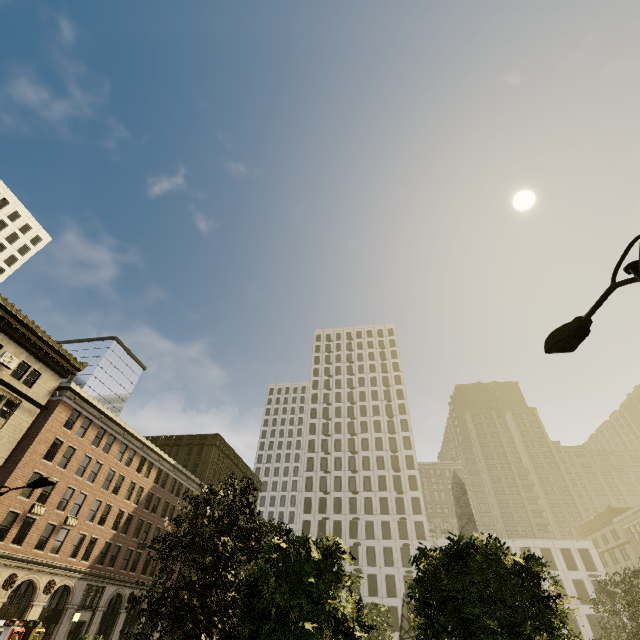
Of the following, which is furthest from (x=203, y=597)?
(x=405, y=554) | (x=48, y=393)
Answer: (x=405, y=554)

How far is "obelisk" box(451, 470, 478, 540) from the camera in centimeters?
2002cm

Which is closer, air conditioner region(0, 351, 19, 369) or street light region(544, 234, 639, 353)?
street light region(544, 234, 639, 353)

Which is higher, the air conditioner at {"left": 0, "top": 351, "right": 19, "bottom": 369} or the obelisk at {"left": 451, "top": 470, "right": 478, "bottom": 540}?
the air conditioner at {"left": 0, "top": 351, "right": 19, "bottom": 369}

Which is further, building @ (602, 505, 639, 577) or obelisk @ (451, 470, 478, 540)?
building @ (602, 505, 639, 577)

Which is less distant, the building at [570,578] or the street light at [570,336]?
the street light at [570,336]

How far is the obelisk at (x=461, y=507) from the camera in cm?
2002

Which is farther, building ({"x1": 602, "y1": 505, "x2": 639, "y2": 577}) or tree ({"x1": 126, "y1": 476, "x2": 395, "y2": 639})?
building ({"x1": 602, "y1": 505, "x2": 639, "y2": 577})
